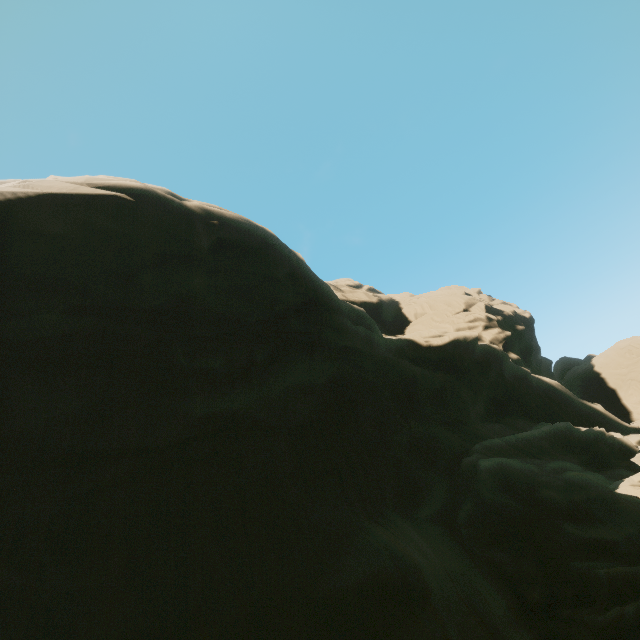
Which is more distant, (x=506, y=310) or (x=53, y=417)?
(x=506, y=310)
